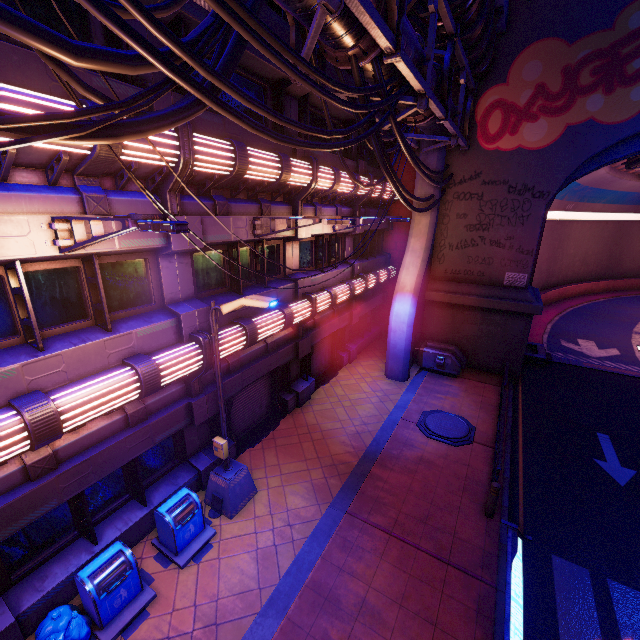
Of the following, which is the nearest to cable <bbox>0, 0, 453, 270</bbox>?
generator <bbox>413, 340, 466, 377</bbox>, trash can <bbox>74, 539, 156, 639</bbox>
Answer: trash can <bbox>74, 539, 156, 639</bbox>

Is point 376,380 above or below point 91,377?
below

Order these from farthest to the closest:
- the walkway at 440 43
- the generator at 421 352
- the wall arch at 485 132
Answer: the generator at 421 352
the wall arch at 485 132
the walkway at 440 43

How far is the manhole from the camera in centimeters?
1160cm

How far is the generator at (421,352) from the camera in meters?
16.0

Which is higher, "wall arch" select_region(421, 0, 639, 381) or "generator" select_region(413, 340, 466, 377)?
"wall arch" select_region(421, 0, 639, 381)

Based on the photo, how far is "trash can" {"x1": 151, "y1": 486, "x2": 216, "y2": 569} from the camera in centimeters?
739cm

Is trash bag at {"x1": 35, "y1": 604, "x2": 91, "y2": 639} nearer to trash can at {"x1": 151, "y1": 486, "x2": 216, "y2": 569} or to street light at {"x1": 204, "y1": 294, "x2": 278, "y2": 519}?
trash can at {"x1": 151, "y1": 486, "x2": 216, "y2": 569}
